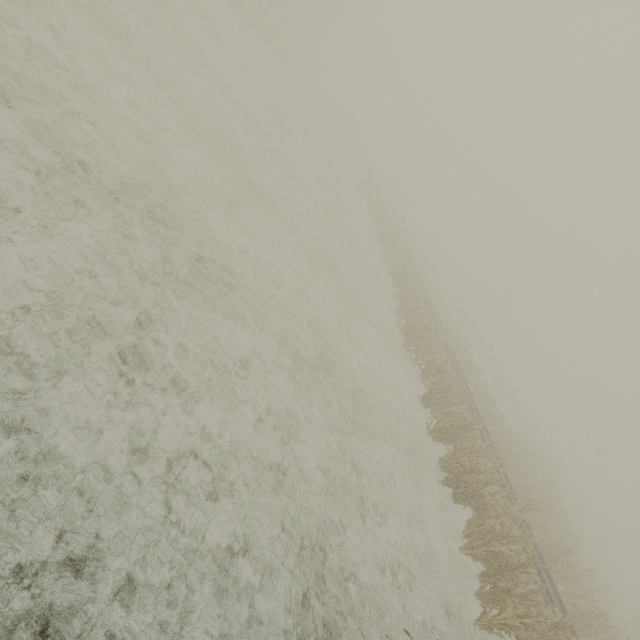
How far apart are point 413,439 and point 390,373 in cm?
268
